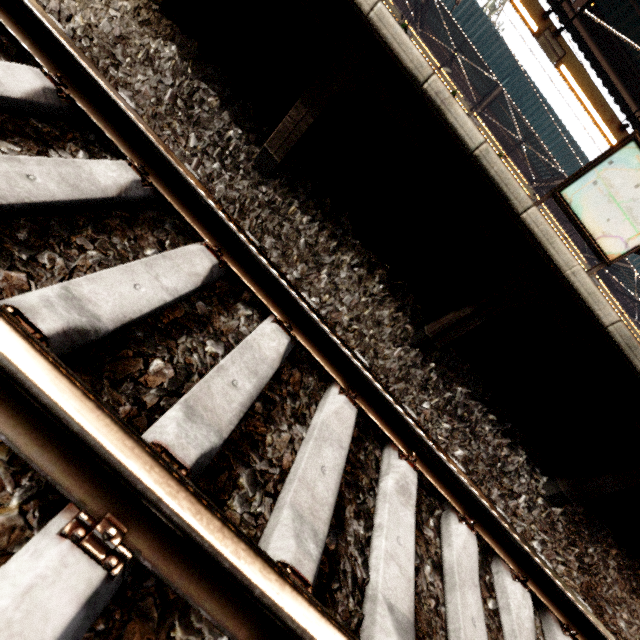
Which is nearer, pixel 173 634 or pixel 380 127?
pixel 173 634

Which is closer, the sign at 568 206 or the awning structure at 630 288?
the sign at 568 206

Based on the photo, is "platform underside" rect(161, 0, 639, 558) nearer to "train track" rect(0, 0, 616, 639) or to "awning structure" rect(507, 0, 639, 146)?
"train track" rect(0, 0, 616, 639)

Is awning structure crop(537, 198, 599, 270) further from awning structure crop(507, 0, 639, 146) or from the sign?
the sign

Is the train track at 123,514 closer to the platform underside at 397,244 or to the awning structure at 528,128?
the platform underside at 397,244

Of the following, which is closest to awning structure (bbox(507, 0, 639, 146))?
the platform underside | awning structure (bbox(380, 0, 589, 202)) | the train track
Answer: the platform underside

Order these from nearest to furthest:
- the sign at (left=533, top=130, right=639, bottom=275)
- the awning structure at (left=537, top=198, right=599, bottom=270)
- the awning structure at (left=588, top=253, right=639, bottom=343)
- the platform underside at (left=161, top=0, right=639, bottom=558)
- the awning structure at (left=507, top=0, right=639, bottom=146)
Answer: the platform underside at (left=161, top=0, right=639, bottom=558), the sign at (left=533, top=130, right=639, bottom=275), the awning structure at (left=507, top=0, right=639, bottom=146), the awning structure at (left=588, top=253, right=639, bottom=343), the awning structure at (left=537, top=198, right=599, bottom=270)

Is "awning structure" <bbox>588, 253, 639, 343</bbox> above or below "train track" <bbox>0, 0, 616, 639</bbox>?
above
